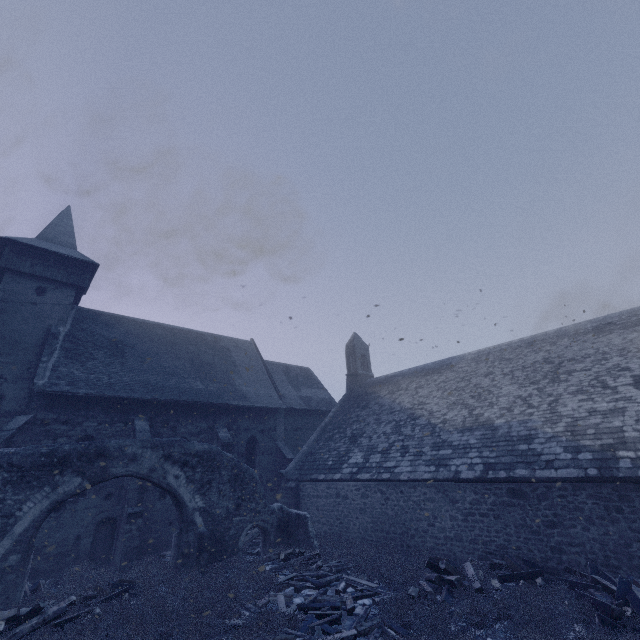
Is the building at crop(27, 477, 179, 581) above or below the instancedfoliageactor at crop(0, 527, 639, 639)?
above

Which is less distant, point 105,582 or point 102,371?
A: point 105,582

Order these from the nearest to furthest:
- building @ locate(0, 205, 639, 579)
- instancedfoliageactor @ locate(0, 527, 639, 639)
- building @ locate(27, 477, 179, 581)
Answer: instancedfoliageactor @ locate(0, 527, 639, 639), building @ locate(0, 205, 639, 579), building @ locate(27, 477, 179, 581)

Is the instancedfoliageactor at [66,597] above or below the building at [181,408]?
below

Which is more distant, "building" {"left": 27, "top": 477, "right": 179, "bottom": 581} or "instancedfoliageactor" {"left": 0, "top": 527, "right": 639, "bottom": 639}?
"building" {"left": 27, "top": 477, "right": 179, "bottom": 581}

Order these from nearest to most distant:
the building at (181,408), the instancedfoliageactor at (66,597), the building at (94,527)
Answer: the instancedfoliageactor at (66,597), the building at (181,408), the building at (94,527)

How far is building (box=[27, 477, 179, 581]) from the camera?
12.8 meters
